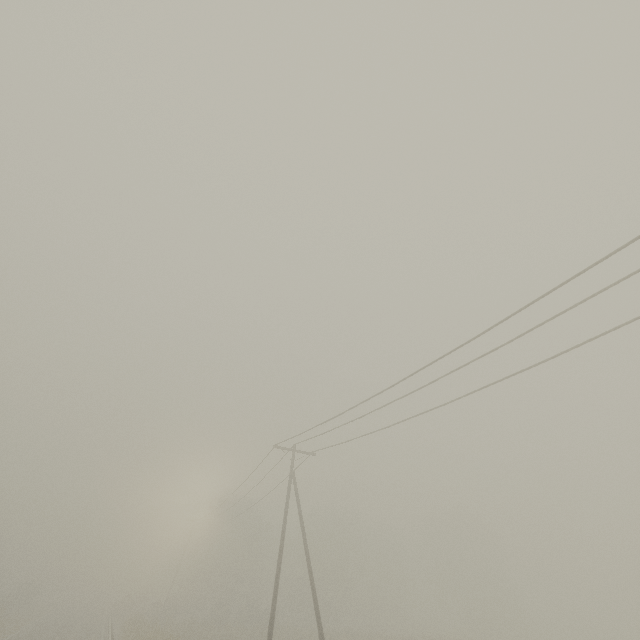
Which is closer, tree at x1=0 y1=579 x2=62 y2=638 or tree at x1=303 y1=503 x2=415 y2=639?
tree at x1=0 y1=579 x2=62 y2=638

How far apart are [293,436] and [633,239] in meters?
17.4

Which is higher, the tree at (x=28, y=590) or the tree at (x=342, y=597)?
the tree at (x=342, y=597)

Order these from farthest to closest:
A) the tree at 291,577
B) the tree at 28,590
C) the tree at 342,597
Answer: the tree at 342,597
the tree at 291,577
the tree at 28,590

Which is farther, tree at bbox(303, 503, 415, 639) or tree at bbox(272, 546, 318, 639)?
tree at bbox(303, 503, 415, 639)

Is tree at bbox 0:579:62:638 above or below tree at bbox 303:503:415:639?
below

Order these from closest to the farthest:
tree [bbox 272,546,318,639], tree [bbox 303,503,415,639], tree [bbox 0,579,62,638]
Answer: tree [bbox 0,579,62,638] < tree [bbox 272,546,318,639] < tree [bbox 303,503,415,639]
